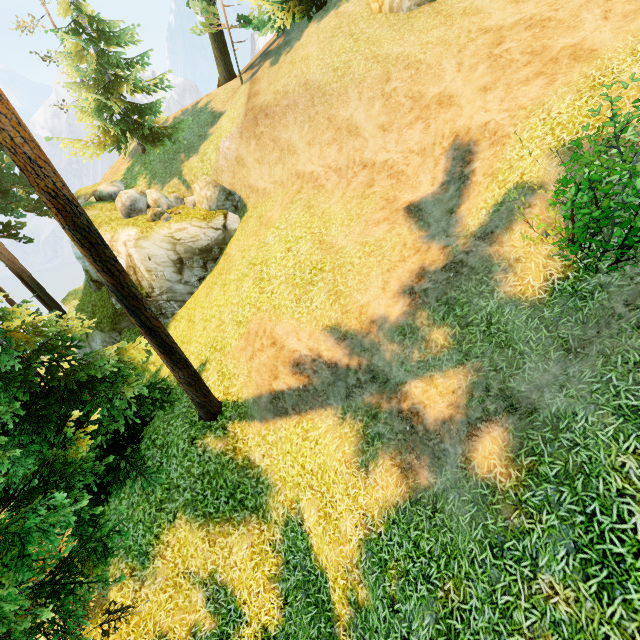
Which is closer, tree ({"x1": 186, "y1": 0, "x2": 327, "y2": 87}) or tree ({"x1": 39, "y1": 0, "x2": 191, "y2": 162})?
tree ({"x1": 186, "y1": 0, "x2": 327, "y2": 87})

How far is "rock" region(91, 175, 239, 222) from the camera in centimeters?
1714cm

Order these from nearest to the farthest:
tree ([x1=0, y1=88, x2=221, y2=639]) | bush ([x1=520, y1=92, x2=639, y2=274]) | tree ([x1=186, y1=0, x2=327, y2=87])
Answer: bush ([x1=520, y1=92, x2=639, y2=274]) < tree ([x1=0, y1=88, x2=221, y2=639]) < tree ([x1=186, y1=0, x2=327, y2=87])

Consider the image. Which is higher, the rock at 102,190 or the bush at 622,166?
the bush at 622,166

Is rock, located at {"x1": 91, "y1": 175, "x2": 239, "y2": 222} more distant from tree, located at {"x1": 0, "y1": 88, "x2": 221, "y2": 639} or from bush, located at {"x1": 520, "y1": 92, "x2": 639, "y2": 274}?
bush, located at {"x1": 520, "y1": 92, "x2": 639, "y2": 274}

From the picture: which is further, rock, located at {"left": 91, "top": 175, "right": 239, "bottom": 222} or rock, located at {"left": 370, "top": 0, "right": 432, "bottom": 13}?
rock, located at {"left": 91, "top": 175, "right": 239, "bottom": 222}

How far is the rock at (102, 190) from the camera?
17.1 meters

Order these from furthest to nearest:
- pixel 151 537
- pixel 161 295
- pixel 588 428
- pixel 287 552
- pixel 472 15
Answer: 1. pixel 161 295
2. pixel 472 15
3. pixel 151 537
4. pixel 287 552
5. pixel 588 428
